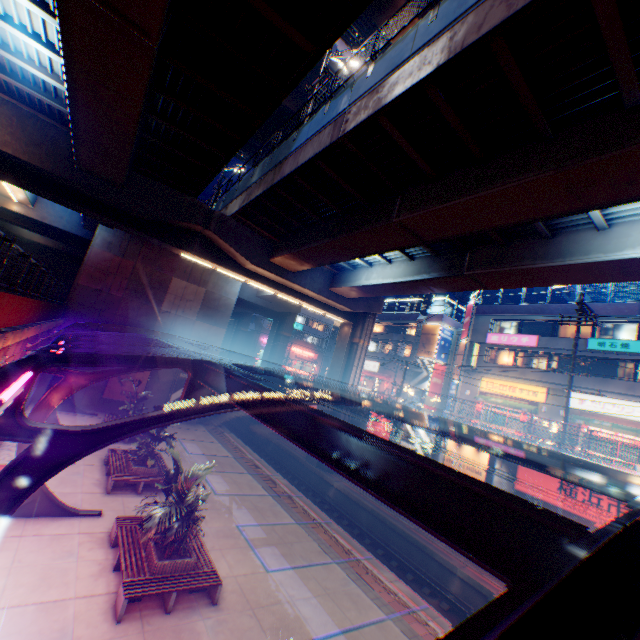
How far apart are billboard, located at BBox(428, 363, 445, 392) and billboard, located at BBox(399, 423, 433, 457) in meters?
16.9

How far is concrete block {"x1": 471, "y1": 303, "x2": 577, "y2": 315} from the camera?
27.8 meters

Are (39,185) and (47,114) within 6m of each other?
yes

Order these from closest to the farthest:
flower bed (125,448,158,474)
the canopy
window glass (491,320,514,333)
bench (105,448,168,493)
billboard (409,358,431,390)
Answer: the canopy, bench (105,448,168,493), flower bed (125,448,158,474), window glass (491,320,514,333), billboard (409,358,431,390)

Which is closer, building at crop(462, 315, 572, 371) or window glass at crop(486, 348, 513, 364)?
building at crop(462, 315, 572, 371)

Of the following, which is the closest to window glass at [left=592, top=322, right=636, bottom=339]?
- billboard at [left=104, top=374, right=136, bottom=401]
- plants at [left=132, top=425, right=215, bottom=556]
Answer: plants at [left=132, top=425, right=215, bottom=556]

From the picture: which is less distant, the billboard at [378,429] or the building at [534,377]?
the billboard at [378,429]

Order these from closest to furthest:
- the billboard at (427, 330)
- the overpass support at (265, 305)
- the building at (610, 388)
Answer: the building at (610, 388), the overpass support at (265, 305), the billboard at (427, 330)
